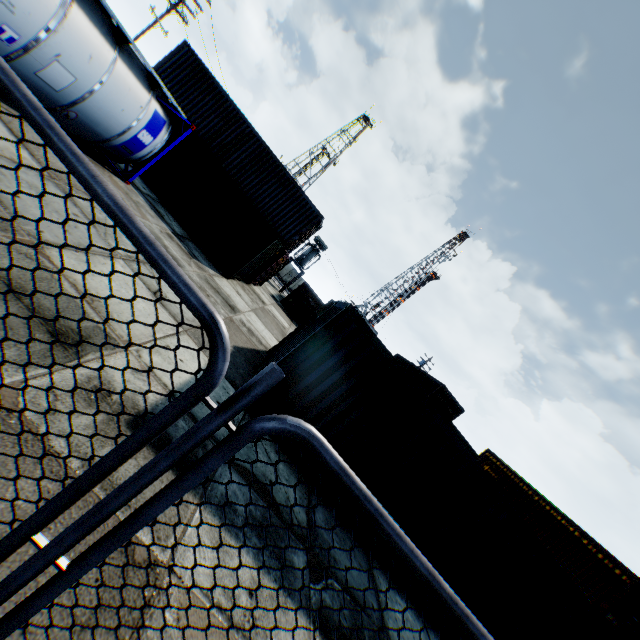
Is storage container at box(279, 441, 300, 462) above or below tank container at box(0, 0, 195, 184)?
below

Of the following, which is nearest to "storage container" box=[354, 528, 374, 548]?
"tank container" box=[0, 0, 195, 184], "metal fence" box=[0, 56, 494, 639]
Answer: "metal fence" box=[0, 56, 494, 639]

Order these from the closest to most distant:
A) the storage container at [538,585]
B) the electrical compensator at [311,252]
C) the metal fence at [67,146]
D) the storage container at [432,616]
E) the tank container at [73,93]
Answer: the metal fence at [67,146] < the tank container at [73,93] < the storage container at [538,585] < the storage container at [432,616] < the electrical compensator at [311,252]

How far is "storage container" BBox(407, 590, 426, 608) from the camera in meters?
7.0

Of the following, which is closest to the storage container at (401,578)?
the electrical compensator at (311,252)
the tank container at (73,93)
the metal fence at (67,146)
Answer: the metal fence at (67,146)

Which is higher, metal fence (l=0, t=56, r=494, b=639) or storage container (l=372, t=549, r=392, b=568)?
metal fence (l=0, t=56, r=494, b=639)

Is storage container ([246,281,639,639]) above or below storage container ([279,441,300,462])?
above

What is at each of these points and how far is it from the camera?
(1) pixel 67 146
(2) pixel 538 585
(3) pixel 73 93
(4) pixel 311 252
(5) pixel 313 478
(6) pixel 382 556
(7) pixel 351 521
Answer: (1) metal fence, 1.00m
(2) storage container, 7.16m
(3) tank container, 7.23m
(4) electrical compensator, 35.97m
(5) storage container, 6.74m
(6) storage container, 6.95m
(7) storage container, 6.85m
